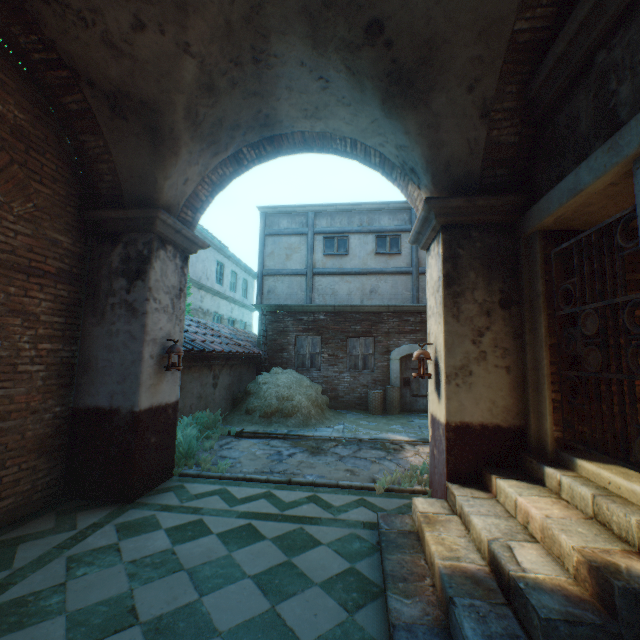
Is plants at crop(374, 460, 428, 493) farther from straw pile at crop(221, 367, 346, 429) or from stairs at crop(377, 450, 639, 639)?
straw pile at crop(221, 367, 346, 429)

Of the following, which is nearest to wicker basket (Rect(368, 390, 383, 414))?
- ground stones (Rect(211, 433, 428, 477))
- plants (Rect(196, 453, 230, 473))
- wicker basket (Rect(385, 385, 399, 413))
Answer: wicker basket (Rect(385, 385, 399, 413))

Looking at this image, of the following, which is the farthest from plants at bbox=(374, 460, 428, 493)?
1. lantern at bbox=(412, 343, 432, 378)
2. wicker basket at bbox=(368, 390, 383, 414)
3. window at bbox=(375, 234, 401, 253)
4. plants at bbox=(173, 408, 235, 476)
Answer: window at bbox=(375, 234, 401, 253)

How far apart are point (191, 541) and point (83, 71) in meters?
5.5

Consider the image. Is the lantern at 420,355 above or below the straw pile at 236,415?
Answer: above

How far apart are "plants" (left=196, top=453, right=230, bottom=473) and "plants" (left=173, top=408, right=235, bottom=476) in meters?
0.4

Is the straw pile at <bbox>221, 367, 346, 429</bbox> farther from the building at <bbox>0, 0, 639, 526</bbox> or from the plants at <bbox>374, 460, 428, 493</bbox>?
the plants at <bbox>374, 460, 428, 493</bbox>

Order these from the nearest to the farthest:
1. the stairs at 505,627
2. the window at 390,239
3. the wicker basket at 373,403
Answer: the stairs at 505,627
the wicker basket at 373,403
the window at 390,239
